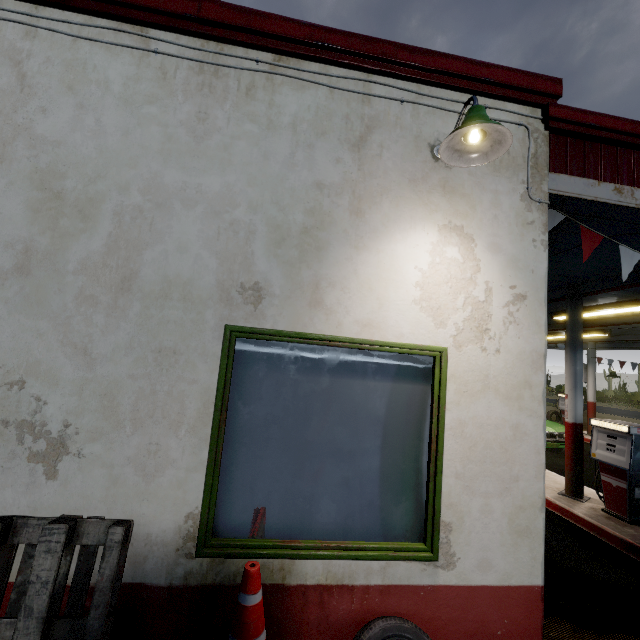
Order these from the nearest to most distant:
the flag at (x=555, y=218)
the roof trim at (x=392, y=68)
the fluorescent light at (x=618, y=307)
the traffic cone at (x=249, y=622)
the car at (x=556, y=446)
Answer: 1. the traffic cone at (x=249, y=622)
2. the roof trim at (x=392, y=68)
3. the flag at (x=555, y=218)
4. the fluorescent light at (x=618, y=307)
5. the car at (x=556, y=446)

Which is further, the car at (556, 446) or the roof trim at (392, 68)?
the car at (556, 446)

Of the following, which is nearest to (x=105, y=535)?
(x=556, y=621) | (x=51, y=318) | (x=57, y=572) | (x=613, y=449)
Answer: (x=57, y=572)

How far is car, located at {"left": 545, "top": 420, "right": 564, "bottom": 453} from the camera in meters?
9.4

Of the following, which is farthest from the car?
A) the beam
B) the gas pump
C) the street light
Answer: the street light

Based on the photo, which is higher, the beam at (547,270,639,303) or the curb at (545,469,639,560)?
the beam at (547,270,639,303)

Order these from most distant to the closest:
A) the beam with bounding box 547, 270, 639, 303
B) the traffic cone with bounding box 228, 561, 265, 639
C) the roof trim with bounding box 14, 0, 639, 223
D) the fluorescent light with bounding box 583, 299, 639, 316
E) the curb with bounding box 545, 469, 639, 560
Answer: the fluorescent light with bounding box 583, 299, 639, 316
the beam with bounding box 547, 270, 639, 303
the curb with bounding box 545, 469, 639, 560
the roof trim with bounding box 14, 0, 639, 223
the traffic cone with bounding box 228, 561, 265, 639

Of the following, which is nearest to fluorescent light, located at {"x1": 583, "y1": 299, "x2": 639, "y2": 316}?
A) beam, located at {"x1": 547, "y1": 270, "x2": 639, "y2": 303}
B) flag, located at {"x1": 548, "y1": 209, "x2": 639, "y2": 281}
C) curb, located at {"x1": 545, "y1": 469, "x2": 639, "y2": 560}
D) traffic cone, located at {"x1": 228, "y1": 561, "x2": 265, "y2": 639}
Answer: beam, located at {"x1": 547, "y1": 270, "x2": 639, "y2": 303}
